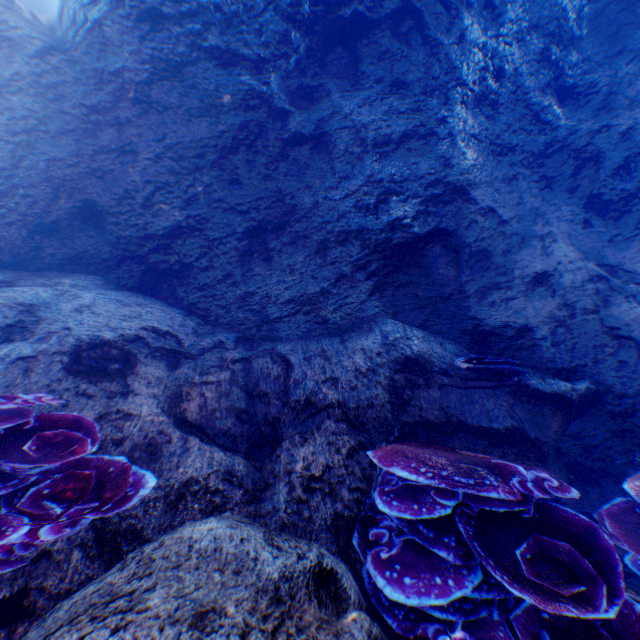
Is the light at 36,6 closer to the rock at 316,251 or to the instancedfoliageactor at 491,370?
the rock at 316,251

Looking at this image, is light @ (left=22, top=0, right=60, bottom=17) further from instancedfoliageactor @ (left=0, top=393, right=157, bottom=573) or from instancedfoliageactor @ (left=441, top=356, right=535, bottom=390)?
instancedfoliageactor @ (left=0, top=393, right=157, bottom=573)

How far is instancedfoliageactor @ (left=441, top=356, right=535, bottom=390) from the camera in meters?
3.1

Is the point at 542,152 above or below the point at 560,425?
above

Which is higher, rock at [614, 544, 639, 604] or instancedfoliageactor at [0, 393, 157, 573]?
instancedfoliageactor at [0, 393, 157, 573]

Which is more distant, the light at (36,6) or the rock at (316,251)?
the light at (36,6)

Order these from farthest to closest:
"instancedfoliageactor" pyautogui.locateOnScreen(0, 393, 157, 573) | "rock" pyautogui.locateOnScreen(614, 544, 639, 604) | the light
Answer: the light
"rock" pyautogui.locateOnScreen(614, 544, 639, 604)
"instancedfoliageactor" pyautogui.locateOnScreen(0, 393, 157, 573)

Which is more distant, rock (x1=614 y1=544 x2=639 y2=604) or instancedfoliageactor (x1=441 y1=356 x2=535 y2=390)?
instancedfoliageactor (x1=441 y1=356 x2=535 y2=390)
